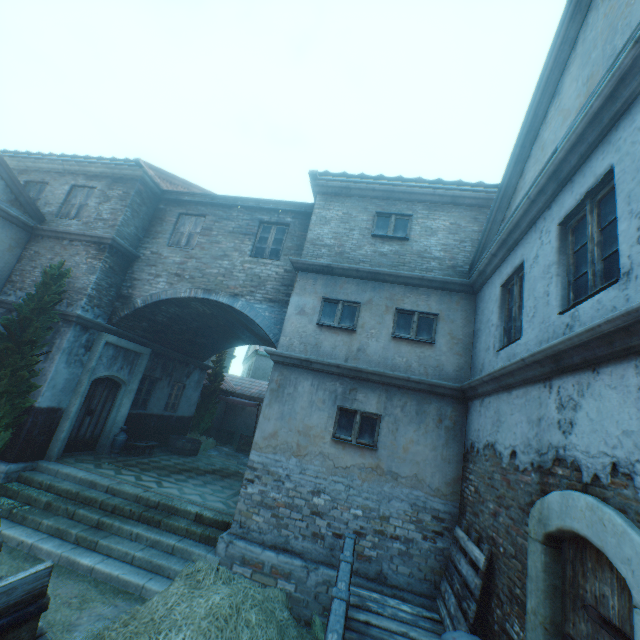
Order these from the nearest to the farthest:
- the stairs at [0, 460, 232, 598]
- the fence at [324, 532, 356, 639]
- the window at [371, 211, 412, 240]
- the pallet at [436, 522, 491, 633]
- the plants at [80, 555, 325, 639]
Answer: the fence at [324, 532, 356, 639] → the plants at [80, 555, 325, 639] → the pallet at [436, 522, 491, 633] → the stairs at [0, 460, 232, 598] → the window at [371, 211, 412, 240]

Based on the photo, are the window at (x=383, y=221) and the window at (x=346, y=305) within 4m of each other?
yes

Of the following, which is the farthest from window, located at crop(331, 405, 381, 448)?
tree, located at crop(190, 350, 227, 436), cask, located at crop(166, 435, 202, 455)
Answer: tree, located at crop(190, 350, 227, 436)

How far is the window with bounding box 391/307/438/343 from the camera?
7.5 meters

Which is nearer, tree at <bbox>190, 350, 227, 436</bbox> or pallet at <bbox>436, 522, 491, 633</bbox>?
pallet at <bbox>436, 522, 491, 633</bbox>

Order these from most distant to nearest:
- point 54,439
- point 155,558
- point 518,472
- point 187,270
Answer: point 187,270
point 54,439
point 155,558
point 518,472

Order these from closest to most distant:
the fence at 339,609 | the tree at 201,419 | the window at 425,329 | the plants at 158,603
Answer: the fence at 339,609 < the plants at 158,603 < the window at 425,329 < the tree at 201,419

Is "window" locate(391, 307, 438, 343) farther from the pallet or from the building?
the pallet
